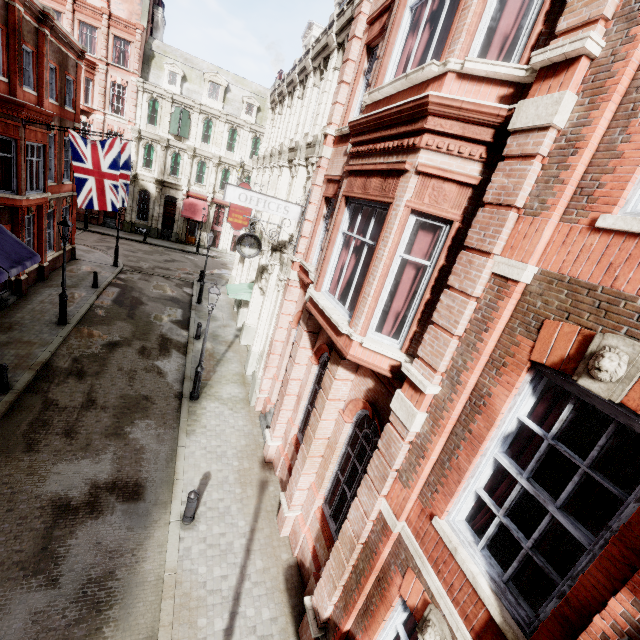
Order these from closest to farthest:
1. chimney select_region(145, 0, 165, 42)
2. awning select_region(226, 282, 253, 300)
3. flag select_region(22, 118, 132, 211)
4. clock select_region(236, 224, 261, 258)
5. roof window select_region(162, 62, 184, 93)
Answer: clock select_region(236, 224, 261, 258) → flag select_region(22, 118, 132, 211) → awning select_region(226, 282, 253, 300) → chimney select_region(145, 0, 165, 42) → roof window select_region(162, 62, 184, 93)

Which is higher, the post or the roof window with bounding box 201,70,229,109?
the roof window with bounding box 201,70,229,109

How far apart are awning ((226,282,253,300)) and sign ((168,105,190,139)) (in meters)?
22.37

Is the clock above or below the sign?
below

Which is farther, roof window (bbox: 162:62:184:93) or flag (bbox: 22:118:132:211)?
roof window (bbox: 162:62:184:93)

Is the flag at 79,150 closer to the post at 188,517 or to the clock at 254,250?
the clock at 254,250

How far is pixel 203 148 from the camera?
33.4 meters

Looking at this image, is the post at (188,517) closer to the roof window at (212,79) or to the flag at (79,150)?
the flag at (79,150)
